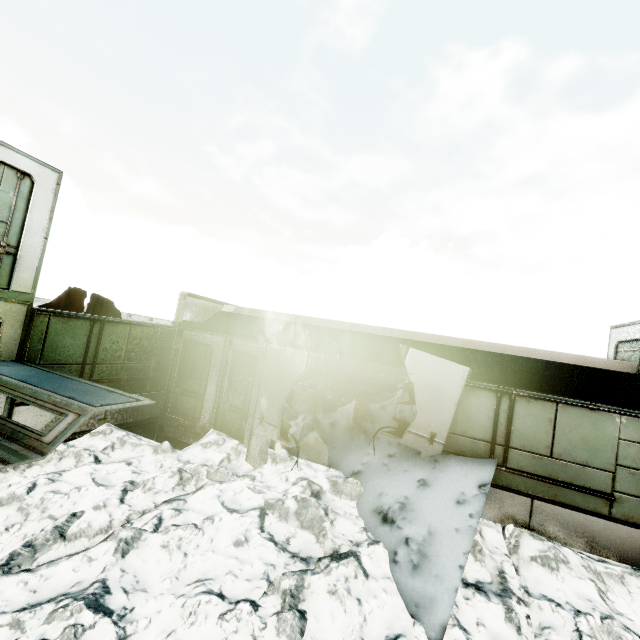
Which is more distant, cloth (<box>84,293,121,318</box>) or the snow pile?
cloth (<box>84,293,121,318</box>)

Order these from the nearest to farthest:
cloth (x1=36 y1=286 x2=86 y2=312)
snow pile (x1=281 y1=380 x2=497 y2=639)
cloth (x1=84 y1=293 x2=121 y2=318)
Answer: snow pile (x1=281 y1=380 x2=497 y2=639) → cloth (x1=36 y1=286 x2=86 y2=312) → cloth (x1=84 y1=293 x2=121 y2=318)

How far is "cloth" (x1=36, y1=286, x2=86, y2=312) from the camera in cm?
663

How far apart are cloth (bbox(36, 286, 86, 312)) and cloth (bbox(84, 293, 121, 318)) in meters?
0.1

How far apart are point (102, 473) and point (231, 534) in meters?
2.9 m

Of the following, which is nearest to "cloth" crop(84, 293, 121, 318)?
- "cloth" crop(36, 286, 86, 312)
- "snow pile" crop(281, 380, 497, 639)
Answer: "cloth" crop(36, 286, 86, 312)

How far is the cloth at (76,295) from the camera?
6.63m

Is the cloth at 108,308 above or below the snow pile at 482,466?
above
